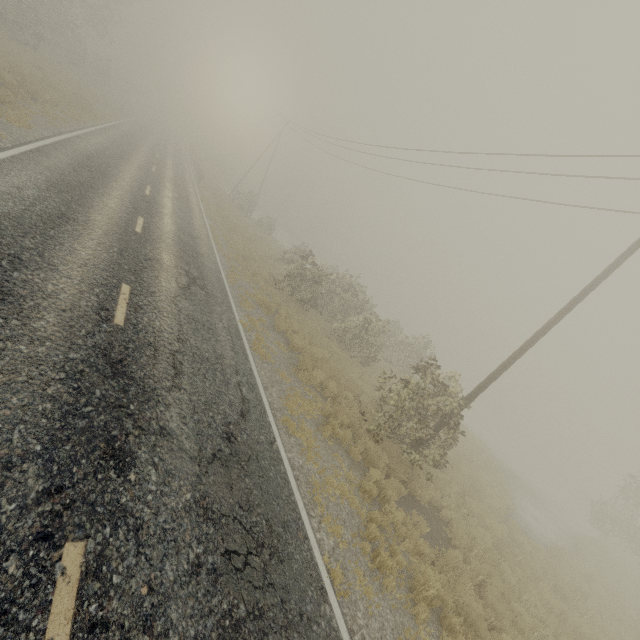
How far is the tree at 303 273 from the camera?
10.4 meters

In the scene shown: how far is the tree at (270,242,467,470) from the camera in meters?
10.4 m

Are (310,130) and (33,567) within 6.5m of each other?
no
